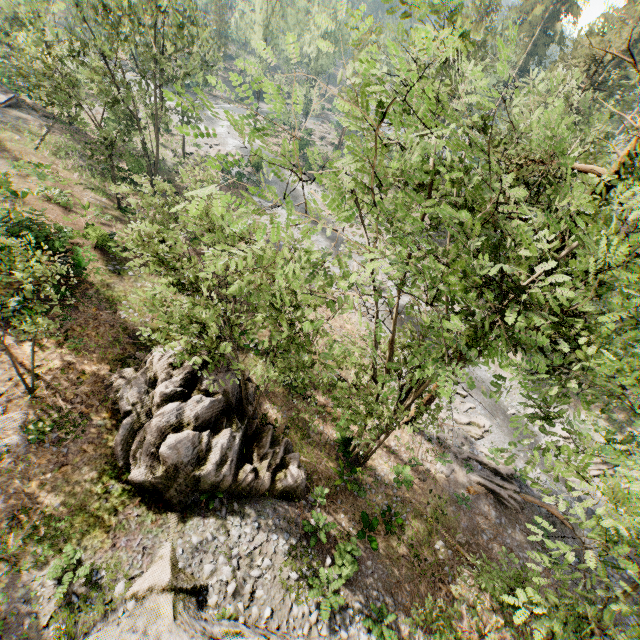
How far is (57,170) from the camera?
26.27m

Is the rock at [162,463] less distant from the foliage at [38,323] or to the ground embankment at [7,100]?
the foliage at [38,323]

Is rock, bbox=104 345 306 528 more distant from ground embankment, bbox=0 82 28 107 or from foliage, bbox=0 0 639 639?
ground embankment, bbox=0 82 28 107

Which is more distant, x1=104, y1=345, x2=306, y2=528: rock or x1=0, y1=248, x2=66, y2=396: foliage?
x1=104, y1=345, x2=306, y2=528: rock

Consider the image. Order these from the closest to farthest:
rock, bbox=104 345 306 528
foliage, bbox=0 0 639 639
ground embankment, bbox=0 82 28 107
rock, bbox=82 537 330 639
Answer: foliage, bbox=0 0 639 639, rock, bbox=82 537 330 639, rock, bbox=104 345 306 528, ground embankment, bbox=0 82 28 107

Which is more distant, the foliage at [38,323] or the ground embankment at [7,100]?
the ground embankment at [7,100]
